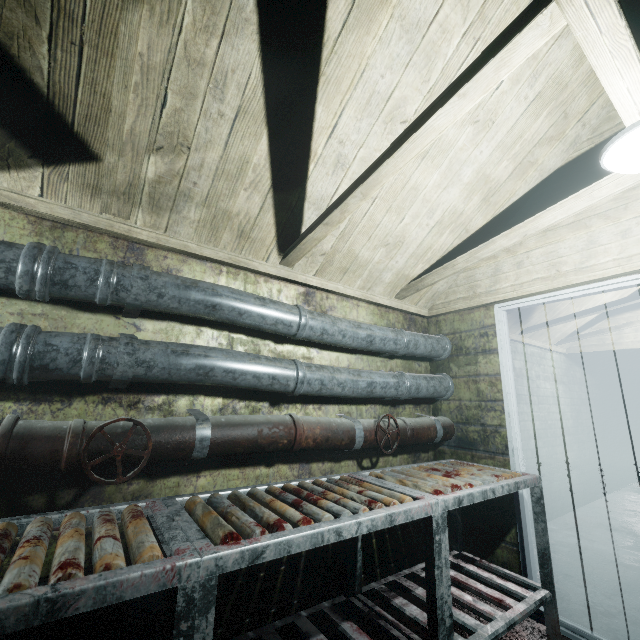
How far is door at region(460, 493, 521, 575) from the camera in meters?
2.1

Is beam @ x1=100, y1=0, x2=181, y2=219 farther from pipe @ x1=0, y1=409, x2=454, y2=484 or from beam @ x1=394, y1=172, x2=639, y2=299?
pipe @ x1=0, y1=409, x2=454, y2=484

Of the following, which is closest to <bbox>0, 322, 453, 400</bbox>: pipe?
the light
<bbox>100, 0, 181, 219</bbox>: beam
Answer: <bbox>100, 0, 181, 219</bbox>: beam

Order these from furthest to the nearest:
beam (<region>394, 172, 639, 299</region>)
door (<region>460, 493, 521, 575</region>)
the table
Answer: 1. door (<region>460, 493, 521, 575</region>)
2. beam (<region>394, 172, 639, 299</region>)
3. the table

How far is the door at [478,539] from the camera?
2.10m

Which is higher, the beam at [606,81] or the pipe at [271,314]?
the beam at [606,81]

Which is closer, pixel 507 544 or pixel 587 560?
pixel 507 544
